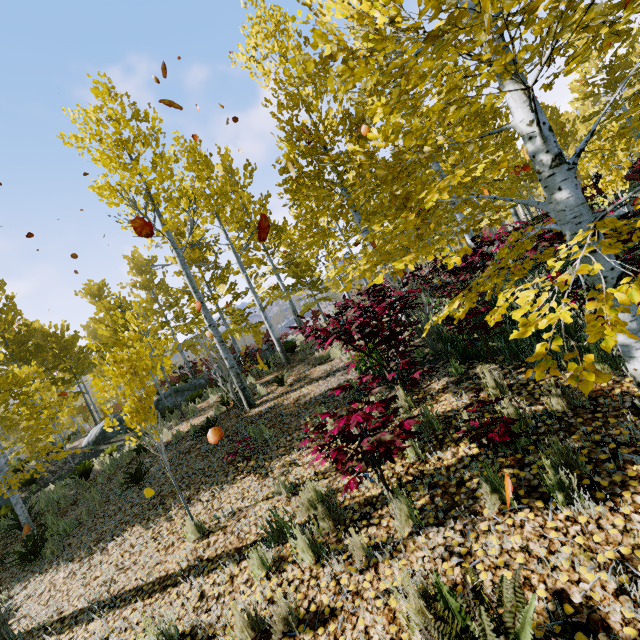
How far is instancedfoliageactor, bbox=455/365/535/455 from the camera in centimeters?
291cm

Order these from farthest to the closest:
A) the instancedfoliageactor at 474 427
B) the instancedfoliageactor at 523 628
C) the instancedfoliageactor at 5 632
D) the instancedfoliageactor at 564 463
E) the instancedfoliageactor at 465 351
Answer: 1. the instancedfoliageactor at 465 351
2. the instancedfoliageactor at 5 632
3. the instancedfoliageactor at 474 427
4. the instancedfoliageactor at 564 463
5. the instancedfoliageactor at 523 628

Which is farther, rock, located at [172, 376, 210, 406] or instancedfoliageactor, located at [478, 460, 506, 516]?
rock, located at [172, 376, 210, 406]

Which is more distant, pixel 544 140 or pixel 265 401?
pixel 265 401

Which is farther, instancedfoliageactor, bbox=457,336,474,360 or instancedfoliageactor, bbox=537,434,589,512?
instancedfoliageactor, bbox=457,336,474,360

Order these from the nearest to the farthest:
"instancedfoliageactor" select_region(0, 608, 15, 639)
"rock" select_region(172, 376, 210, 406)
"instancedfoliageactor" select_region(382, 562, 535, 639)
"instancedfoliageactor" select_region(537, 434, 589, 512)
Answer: "instancedfoliageactor" select_region(382, 562, 535, 639)
"instancedfoliageactor" select_region(537, 434, 589, 512)
"instancedfoliageactor" select_region(0, 608, 15, 639)
"rock" select_region(172, 376, 210, 406)

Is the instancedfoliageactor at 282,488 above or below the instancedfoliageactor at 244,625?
above
